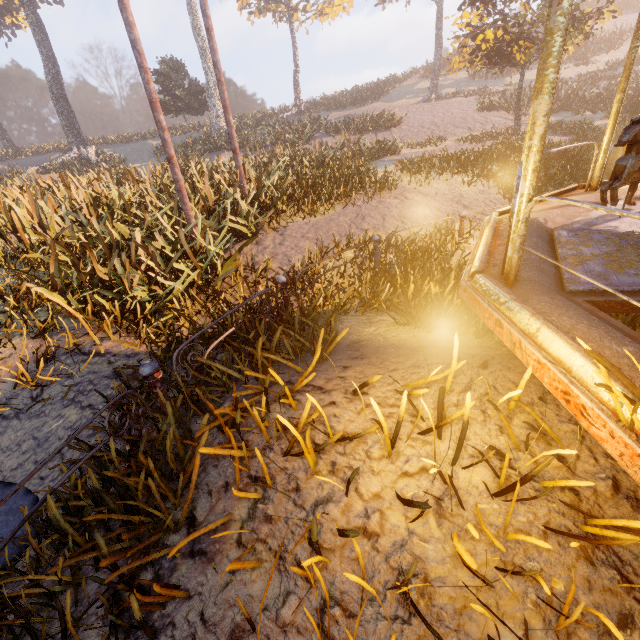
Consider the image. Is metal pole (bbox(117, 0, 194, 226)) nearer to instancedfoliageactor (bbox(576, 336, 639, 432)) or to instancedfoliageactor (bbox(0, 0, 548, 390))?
instancedfoliageactor (bbox(0, 0, 548, 390))

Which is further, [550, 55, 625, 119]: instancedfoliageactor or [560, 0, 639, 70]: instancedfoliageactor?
[550, 55, 625, 119]: instancedfoliageactor

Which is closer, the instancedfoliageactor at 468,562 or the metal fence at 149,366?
the instancedfoliageactor at 468,562

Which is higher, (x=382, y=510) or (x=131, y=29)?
(x=131, y=29)

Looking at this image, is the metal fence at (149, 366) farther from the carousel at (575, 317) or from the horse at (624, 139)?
the horse at (624, 139)

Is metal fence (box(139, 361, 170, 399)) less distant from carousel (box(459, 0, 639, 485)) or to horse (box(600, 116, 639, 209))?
carousel (box(459, 0, 639, 485))

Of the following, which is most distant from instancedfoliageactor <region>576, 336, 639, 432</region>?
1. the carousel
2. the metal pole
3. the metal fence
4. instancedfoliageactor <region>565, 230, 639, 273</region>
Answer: the metal pole

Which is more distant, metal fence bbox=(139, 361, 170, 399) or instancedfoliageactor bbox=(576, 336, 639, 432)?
metal fence bbox=(139, 361, 170, 399)
